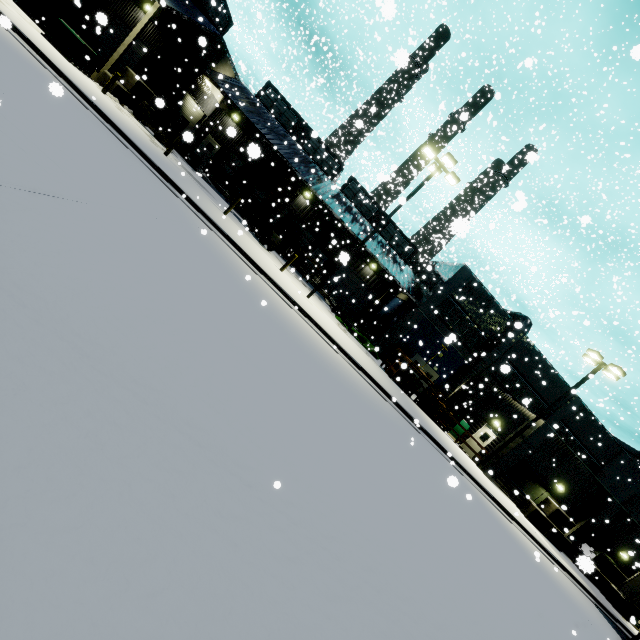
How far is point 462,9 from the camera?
49.9 meters

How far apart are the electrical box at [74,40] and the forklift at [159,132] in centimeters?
383cm

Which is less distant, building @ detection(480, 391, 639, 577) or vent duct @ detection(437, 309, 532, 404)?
building @ detection(480, 391, 639, 577)

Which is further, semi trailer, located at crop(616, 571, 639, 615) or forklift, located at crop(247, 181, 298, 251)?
forklift, located at crop(247, 181, 298, 251)

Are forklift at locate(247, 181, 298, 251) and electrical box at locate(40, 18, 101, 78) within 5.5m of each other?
no

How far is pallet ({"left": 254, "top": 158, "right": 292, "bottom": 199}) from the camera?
21.3 meters

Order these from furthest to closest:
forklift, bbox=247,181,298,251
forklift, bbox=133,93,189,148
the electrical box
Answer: forklift, bbox=247,181,298,251 < forklift, bbox=133,93,189,148 < the electrical box

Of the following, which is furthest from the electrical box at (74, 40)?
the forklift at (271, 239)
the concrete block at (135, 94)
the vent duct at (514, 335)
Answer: the vent duct at (514, 335)
